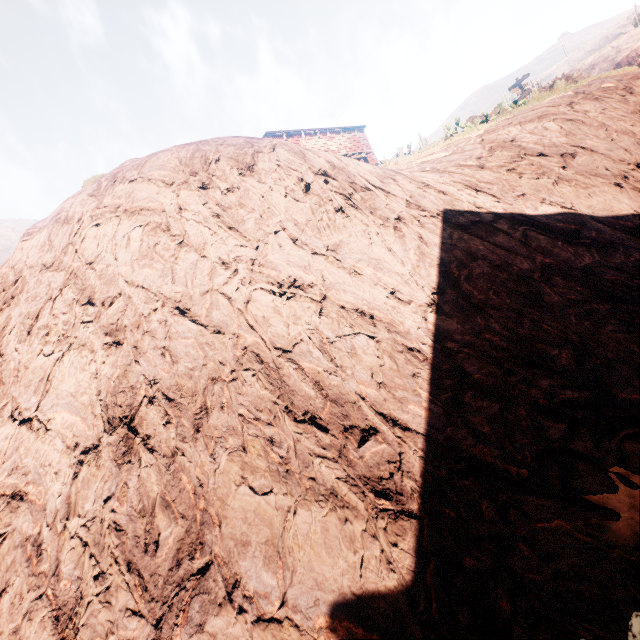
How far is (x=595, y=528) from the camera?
2.3m

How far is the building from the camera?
22.6 meters

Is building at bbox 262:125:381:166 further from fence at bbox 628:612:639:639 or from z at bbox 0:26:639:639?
fence at bbox 628:612:639:639

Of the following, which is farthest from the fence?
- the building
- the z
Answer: the building

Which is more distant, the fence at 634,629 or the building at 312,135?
the building at 312,135

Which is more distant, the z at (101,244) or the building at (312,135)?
the building at (312,135)

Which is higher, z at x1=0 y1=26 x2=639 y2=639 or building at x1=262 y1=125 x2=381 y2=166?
building at x1=262 y1=125 x2=381 y2=166

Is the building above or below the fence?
above
